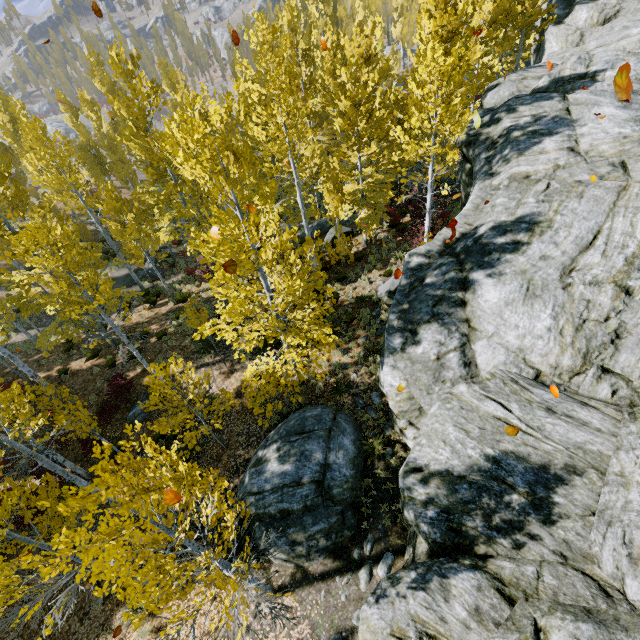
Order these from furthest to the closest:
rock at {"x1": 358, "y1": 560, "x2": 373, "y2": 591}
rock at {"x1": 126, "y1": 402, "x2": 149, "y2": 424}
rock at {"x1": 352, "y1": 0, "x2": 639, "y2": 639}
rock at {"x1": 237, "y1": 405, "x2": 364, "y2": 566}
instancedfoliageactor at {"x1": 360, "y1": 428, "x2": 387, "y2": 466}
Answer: rock at {"x1": 126, "y1": 402, "x2": 149, "y2": 424} < instancedfoliageactor at {"x1": 360, "y1": 428, "x2": 387, "y2": 466} < rock at {"x1": 237, "y1": 405, "x2": 364, "y2": 566} < rock at {"x1": 358, "y1": 560, "x2": 373, "y2": 591} < rock at {"x1": 352, "y1": 0, "x2": 639, "y2": 639}

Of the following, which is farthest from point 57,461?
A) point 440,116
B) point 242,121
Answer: point 440,116

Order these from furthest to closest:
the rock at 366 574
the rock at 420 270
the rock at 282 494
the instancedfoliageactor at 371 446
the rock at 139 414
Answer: the rock at 139 414 < the instancedfoliageactor at 371 446 < the rock at 282 494 < the rock at 366 574 < the rock at 420 270

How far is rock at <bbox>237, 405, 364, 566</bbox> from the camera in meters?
8.3

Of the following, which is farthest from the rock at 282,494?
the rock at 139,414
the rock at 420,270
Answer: the rock at 139,414

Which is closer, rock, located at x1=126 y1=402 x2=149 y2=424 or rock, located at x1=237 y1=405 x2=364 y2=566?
rock, located at x1=237 y1=405 x2=364 y2=566

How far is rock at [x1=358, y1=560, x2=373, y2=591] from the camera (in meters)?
7.64

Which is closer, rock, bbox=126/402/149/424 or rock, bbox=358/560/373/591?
rock, bbox=358/560/373/591
